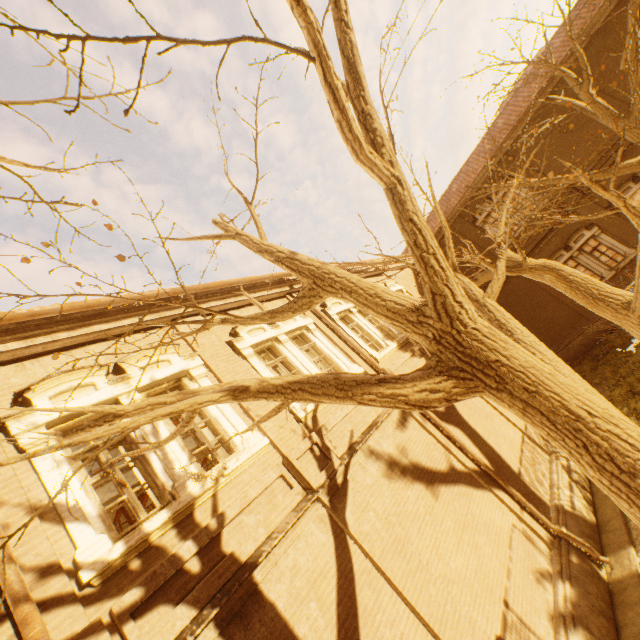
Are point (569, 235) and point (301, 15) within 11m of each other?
no

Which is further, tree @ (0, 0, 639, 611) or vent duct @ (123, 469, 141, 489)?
vent duct @ (123, 469, 141, 489)

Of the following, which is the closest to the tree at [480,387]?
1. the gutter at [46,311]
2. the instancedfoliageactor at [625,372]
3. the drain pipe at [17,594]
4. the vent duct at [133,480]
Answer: the drain pipe at [17,594]

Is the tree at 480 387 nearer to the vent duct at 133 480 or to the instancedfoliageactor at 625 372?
the instancedfoliageactor at 625 372

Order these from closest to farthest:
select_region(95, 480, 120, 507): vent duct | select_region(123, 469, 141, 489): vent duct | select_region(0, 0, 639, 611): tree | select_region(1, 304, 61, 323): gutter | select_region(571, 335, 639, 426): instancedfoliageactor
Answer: select_region(0, 0, 639, 611): tree, select_region(1, 304, 61, 323): gutter, select_region(95, 480, 120, 507): vent duct, select_region(123, 469, 141, 489): vent duct, select_region(571, 335, 639, 426): instancedfoliageactor

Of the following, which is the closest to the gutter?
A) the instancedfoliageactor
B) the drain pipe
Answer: the drain pipe

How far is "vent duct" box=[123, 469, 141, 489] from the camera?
9.65m
